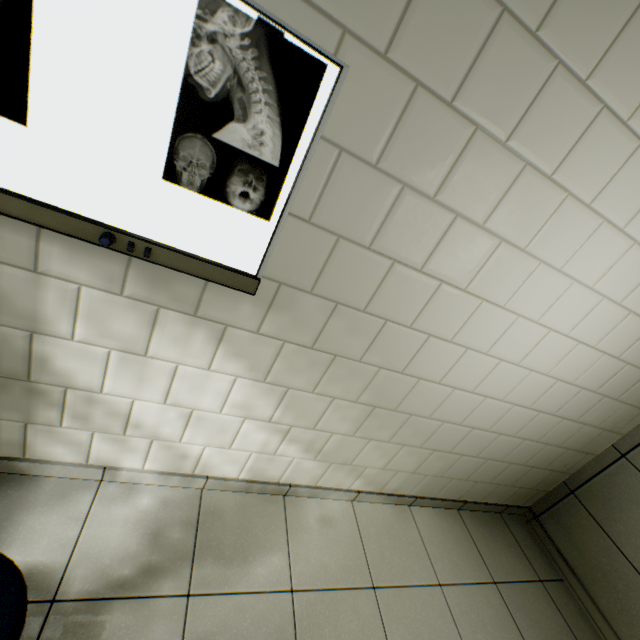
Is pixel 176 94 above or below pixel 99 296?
above

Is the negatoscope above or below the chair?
above

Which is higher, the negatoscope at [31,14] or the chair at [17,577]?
the negatoscope at [31,14]
